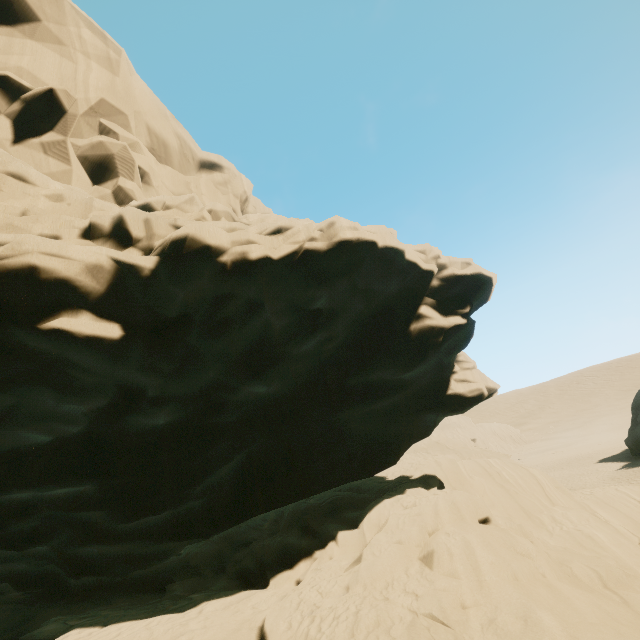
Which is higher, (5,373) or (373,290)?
(373,290)
